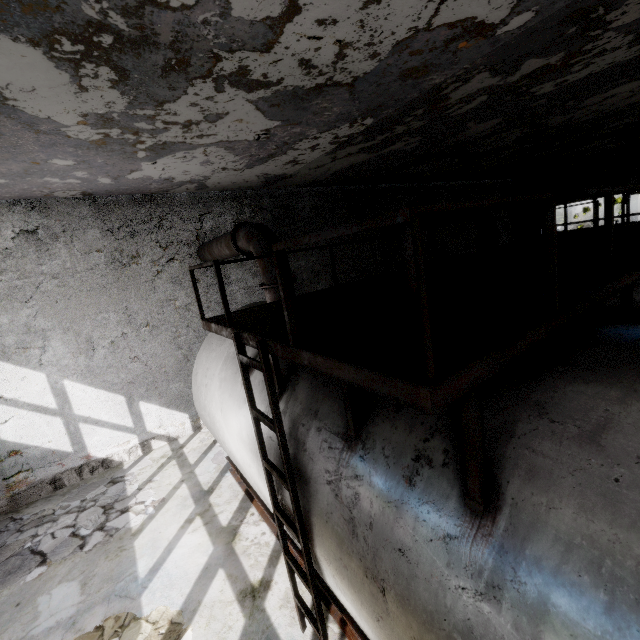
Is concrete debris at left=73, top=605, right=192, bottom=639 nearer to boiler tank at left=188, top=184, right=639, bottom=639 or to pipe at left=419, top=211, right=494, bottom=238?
boiler tank at left=188, top=184, right=639, bottom=639

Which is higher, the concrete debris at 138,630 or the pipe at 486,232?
the pipe at 486,232

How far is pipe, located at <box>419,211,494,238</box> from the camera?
10.1m

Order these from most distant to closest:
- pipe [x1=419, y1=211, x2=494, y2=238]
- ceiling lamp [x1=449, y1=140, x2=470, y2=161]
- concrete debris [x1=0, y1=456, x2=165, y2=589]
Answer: pipe [x1=419, y1=211, x2=494, y2=238] → ceiling lamp [x1=449, y1=140, x2=470, y2=161] → concrete debris [x1=0, y1=456, x2=165, y2=589]

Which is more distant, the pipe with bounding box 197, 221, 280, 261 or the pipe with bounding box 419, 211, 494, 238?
the pipe with bounding box 419, 211, 494, 238

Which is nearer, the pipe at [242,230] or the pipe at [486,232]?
the pipe at [242,230]

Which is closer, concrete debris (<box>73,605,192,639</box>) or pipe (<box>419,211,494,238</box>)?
concrete debris (<box>73,605,192,639</box>)

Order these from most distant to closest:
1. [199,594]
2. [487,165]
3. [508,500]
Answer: [487,165] → [199,594] → [508,500]
